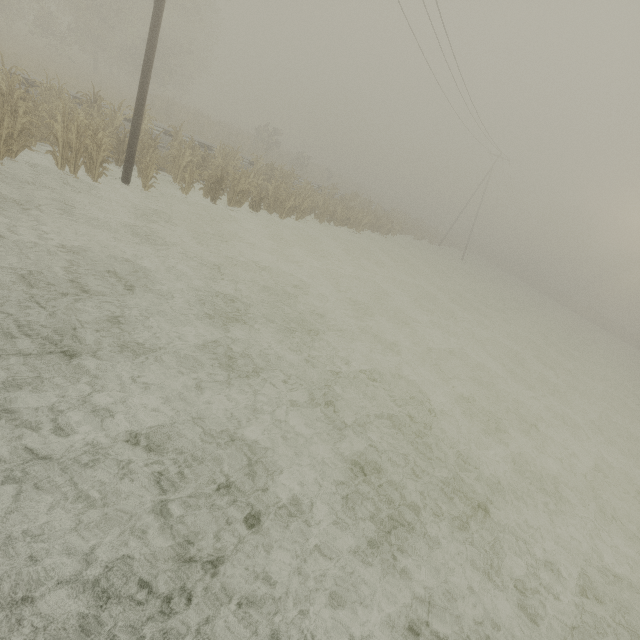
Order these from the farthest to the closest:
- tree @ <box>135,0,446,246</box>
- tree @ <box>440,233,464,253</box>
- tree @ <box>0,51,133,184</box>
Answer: tree @ <box>440,233,464,253</box>, tree @ <box>135,0,446,246</box>, tree @ <box>0,51,133,184</box>

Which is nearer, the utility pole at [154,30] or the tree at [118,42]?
the utility pole at [154,30]

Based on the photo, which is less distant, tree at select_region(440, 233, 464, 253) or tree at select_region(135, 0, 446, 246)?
tree at select_region(135, 0, 446, 246)

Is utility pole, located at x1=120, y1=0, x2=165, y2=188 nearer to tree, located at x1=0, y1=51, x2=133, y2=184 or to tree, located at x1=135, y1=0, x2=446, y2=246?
tree, located at x1=0, y1=51, x2=133, y2=184

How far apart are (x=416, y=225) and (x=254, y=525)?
39.48m

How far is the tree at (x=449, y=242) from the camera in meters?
48.0

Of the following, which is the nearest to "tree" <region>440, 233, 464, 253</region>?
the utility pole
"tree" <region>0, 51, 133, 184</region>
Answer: "tree" <region>0, 51, 133, 184</region>

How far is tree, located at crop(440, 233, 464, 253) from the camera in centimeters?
4803cm
